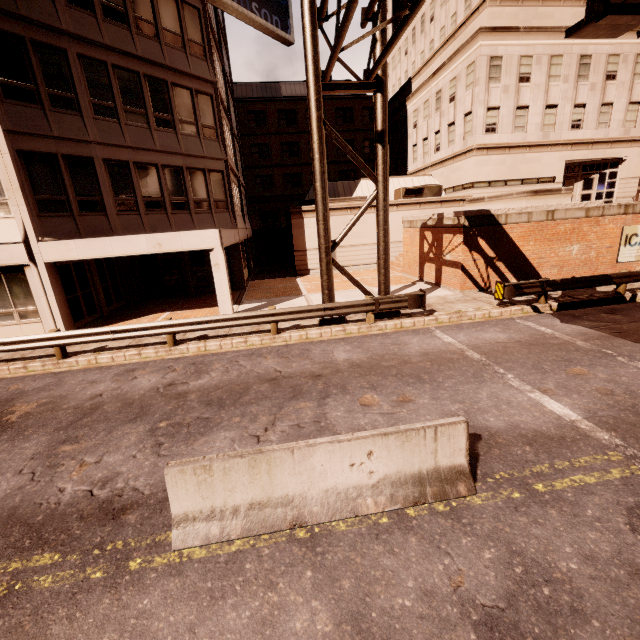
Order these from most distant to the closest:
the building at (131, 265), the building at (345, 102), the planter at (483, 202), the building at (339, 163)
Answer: the building at (339, 163) → the building at (345, 102) → the planter at (483, 202) → the building at (131, 265)

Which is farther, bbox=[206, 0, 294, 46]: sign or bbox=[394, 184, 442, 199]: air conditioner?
bbox=[394, 184, 442, 199]: air conditioner

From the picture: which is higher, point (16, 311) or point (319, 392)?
point (16, 311)

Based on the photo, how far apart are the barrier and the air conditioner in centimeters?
2378cm

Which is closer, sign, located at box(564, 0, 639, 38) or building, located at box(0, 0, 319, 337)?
sign, located at box(564, 0, 639, 38)

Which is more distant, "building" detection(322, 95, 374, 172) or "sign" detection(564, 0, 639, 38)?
"building" detection(322, 95, 374, 172)

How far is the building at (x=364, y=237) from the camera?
24.0 meters
